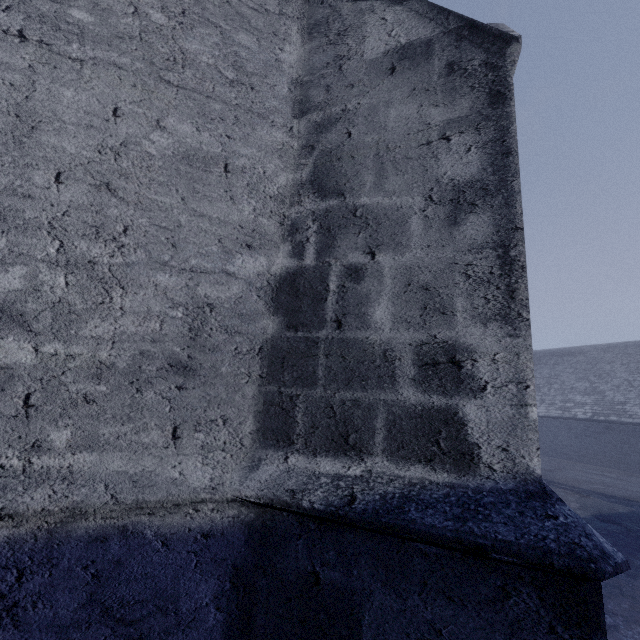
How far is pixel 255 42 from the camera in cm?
234
